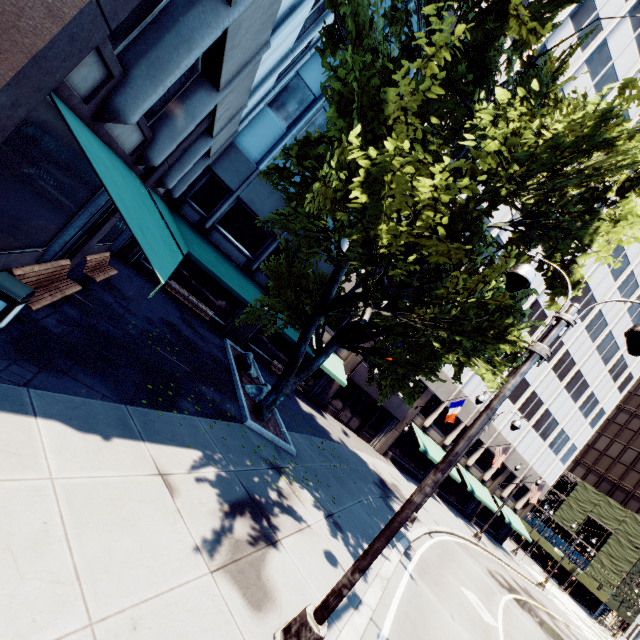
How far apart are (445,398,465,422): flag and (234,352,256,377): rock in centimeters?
1562cm

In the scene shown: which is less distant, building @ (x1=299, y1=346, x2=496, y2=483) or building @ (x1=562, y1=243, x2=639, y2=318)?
building @ (x1=299, y1=346, x2=496, y2=483)

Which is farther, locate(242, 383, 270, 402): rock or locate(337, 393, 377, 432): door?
locate(337, 393, 377, 432): door

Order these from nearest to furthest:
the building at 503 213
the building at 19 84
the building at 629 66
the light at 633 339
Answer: the building at 19 84 → the light at 633 339 → the building at 629 66 → the building at 503 213

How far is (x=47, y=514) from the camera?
3.88m

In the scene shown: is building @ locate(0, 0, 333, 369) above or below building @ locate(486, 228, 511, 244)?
below

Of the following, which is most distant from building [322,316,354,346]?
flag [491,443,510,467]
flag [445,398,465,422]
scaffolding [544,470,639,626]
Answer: scaffolding [544,470,639,626]

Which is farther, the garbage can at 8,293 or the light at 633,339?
the garbage can at 8,293
